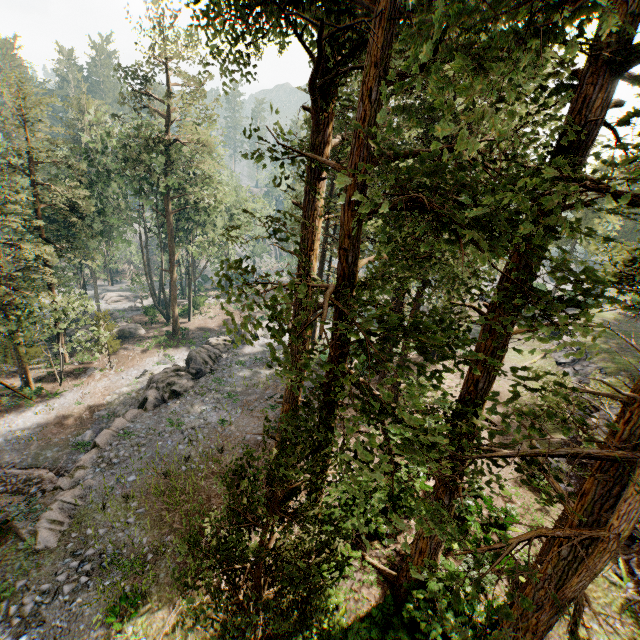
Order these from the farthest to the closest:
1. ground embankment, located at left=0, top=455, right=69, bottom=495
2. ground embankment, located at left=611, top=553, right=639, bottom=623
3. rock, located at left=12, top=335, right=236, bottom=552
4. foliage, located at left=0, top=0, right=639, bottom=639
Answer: ground embankment, located at left=0, top=455, right=69, bottom=495
rock, located at left=12, top=335, right=236, bottom=552
ground embankment, located at left=611, top=553, right=639, bottom=623
foliage, located at left=0, top=0, right=639, bottom=639

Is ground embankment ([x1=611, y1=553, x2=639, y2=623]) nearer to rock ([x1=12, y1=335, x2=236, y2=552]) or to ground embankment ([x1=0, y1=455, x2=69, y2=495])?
rock ([x1=12, y1=335, x2=236, y2=552])

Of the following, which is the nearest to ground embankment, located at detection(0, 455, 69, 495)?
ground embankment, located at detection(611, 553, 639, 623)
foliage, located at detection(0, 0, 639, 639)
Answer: foliage, located at detection(0, 0, 639, 639)

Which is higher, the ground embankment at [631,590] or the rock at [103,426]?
the ground embankment at [631,590]

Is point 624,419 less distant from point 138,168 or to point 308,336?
point 308,336

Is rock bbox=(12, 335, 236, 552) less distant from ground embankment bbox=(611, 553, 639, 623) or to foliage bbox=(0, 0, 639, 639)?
foliage bbox=(0, 0, 639, 639)

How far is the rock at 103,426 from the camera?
14.6 meters

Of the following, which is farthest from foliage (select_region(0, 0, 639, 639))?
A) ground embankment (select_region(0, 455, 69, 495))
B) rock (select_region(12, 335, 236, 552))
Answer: rock (select_region(12, 335, 236, 552))
